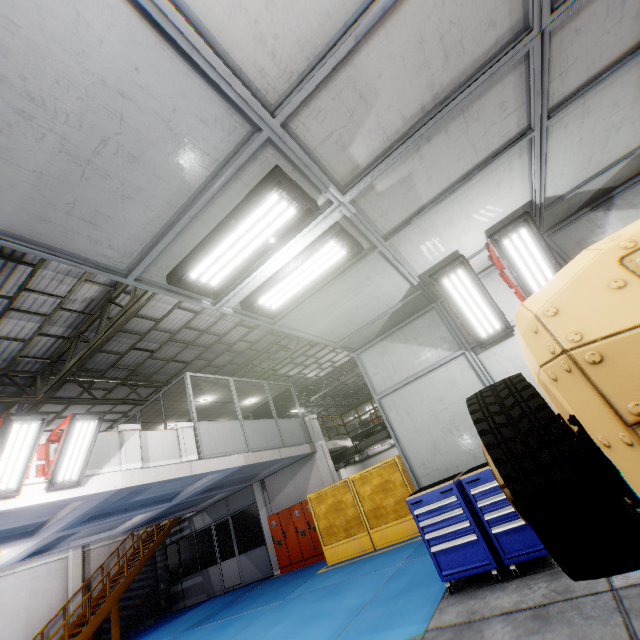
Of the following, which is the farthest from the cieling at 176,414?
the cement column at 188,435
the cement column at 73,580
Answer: the cement column at 73,580

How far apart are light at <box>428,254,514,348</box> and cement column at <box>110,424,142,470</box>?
8.3m

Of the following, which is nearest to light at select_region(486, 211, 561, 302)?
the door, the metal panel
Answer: the metal panel

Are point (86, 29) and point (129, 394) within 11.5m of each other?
no

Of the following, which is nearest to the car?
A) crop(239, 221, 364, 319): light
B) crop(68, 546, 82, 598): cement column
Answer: crop(239, 221, 364, 319): light

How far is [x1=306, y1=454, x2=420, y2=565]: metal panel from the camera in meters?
10.2

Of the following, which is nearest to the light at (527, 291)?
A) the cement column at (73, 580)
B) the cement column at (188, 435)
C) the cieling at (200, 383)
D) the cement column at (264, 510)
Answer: the cement column at (188, 435)

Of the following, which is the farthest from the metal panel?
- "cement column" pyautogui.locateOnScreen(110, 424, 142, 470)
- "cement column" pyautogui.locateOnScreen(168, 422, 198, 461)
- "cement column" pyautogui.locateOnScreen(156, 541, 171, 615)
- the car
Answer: "cement column" pyautogui.locateOnScreen(156, 541, 171, 615)
